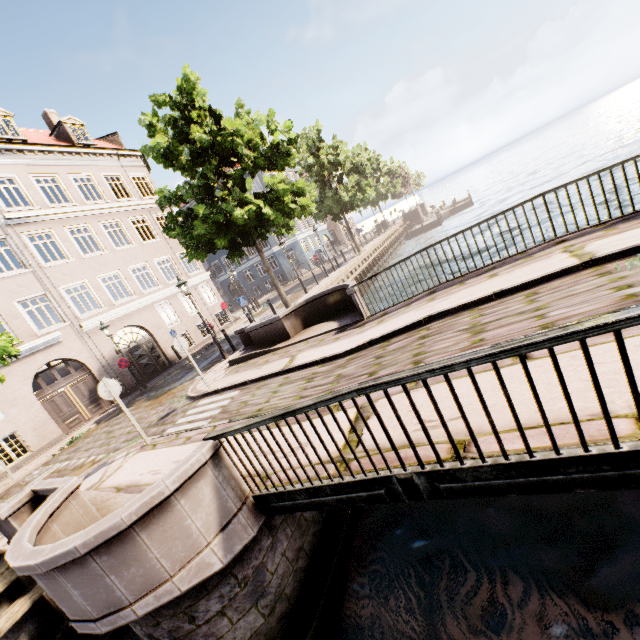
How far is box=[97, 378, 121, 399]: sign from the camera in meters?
7.7 m

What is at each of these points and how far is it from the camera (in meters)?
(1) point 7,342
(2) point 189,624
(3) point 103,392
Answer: (1) tree, 6.68
(2) bridge, 3.90
(3) sign, 7.72

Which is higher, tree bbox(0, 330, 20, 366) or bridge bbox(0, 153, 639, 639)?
tree bbox(0, 330, 20, 366)

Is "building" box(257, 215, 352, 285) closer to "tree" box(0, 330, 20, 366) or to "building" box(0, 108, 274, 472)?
"tree" box(0, 330, 20, 366)

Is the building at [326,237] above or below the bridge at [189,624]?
above

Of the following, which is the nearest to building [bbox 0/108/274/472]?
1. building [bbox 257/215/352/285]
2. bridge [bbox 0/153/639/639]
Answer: bridge [bbox 0/153/639/639]

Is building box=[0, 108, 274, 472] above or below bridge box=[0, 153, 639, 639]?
above

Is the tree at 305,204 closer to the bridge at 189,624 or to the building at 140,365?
the bridge at 189,624
